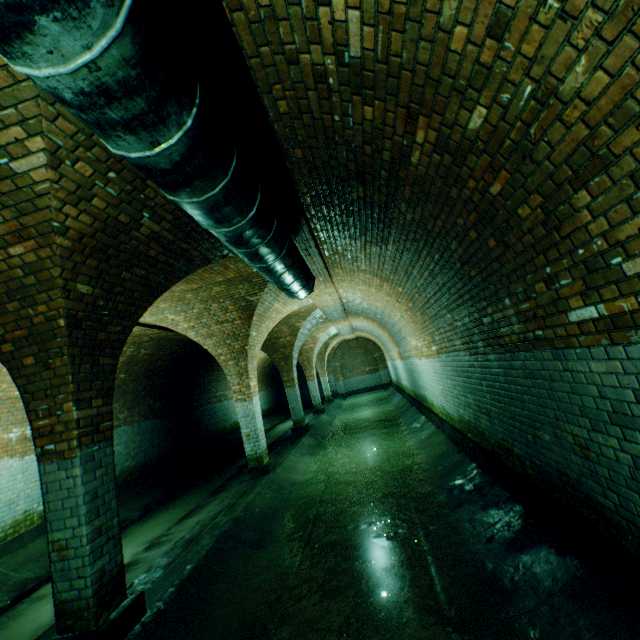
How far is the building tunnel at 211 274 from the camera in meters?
5.9 m

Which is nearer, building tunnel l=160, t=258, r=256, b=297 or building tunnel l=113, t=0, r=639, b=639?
building tunnel l=113, t=0, r=639, b=639

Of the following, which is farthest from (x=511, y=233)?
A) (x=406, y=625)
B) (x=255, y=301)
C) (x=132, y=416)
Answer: (x=132, y=416)

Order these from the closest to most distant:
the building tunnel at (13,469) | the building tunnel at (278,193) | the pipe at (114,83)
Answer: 1. the pipe at (114,83)
2. the building tunnel at (278,193)
3. the building tunnel at (13,469)

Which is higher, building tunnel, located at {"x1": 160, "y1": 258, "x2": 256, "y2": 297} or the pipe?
building tunnel, located at {"x1": 160, "y1": 258, "x2": 256, "y2": 297}

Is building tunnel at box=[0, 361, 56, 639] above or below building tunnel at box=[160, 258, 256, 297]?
below

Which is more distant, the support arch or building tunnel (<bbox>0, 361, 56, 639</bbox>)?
building tunnel (<bbox>0, 361, 56, 639</bbox>)

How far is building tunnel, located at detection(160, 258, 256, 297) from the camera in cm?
593
